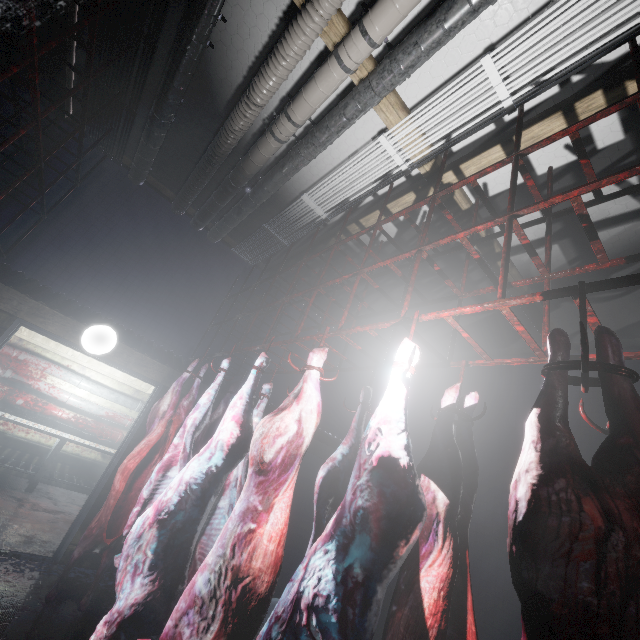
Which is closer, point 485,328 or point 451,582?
point 451,582

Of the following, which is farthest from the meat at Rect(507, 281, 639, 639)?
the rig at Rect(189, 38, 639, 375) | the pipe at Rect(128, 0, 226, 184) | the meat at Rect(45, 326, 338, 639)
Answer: the pipe at Rect(128, 0, 226, 184)

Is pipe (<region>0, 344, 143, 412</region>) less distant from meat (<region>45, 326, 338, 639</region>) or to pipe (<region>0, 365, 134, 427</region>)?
pipe (<region>0, 365, 134, 427</region>)

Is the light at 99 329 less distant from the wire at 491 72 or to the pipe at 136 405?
the wire at 491 72

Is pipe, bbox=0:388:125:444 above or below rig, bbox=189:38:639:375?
below

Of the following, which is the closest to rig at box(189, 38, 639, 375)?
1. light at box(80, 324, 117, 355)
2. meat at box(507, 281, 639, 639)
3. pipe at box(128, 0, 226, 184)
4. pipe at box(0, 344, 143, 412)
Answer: meat at box(507, 281, 639, 639)

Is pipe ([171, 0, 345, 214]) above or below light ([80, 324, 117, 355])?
above

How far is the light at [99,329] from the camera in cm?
330
